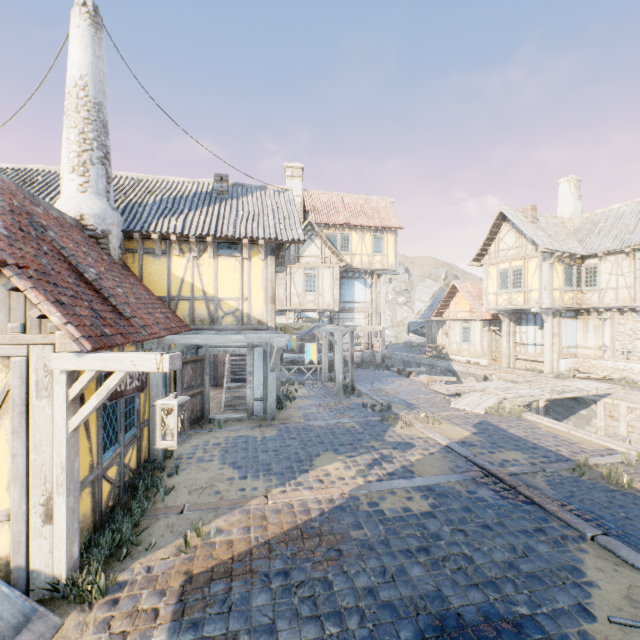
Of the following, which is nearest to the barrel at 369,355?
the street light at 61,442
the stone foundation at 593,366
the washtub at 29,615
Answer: the stone foundation at 593,366

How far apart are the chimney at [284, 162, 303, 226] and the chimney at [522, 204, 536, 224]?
14.1m

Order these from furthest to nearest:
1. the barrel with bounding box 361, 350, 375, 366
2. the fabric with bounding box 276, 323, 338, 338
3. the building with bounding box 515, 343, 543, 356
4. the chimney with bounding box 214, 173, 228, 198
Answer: the barrel with bounding box 361, 350, 375, 366 < the building with bounding box 515, 343, 543, 356 < the fabric with bounding box 276, 323, 338, 338 < the chimney with bounding box 214, 173, 228, 198

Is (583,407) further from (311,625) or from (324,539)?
(311,625)

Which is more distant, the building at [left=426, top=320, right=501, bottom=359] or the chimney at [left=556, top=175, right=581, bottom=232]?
the building at [left=426, top=320, right=501, bottom=359]

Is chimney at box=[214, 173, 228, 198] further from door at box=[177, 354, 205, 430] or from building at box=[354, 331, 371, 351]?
building at box=[354, 331, 371, 351]

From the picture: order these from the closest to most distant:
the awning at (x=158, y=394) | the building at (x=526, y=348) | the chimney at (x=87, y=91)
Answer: the awning at (x=158, y=394)
the chimney at (x=87, y=91)
the building at (x=526, y=348)

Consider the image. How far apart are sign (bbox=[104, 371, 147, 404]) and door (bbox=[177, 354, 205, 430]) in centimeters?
410cm
